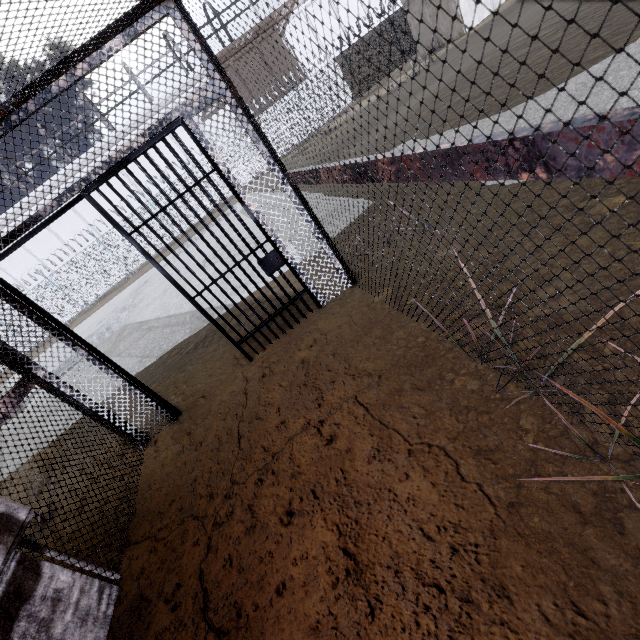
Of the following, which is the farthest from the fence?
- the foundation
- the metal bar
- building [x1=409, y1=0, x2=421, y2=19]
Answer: the metal bar

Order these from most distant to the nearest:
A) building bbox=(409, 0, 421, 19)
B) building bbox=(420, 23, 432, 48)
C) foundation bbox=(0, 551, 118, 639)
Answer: building bbox=(420, 23, 432, 48) < building bbox=(409, 0, 421, 19) < foundation bbox=(0, 551, 118, 639)

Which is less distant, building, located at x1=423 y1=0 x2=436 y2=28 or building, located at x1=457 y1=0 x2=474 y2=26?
building, located at x1=457 y1=0 x2=474 y2=26

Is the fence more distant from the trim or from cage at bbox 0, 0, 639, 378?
the trim

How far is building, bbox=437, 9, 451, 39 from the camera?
17.70m

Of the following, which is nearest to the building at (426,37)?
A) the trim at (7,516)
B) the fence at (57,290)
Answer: the fence at (57,290)

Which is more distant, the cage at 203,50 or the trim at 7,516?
the trim at 7,516

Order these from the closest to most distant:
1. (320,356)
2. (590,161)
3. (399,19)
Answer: (590,161) < (320,356) < (399,19)
